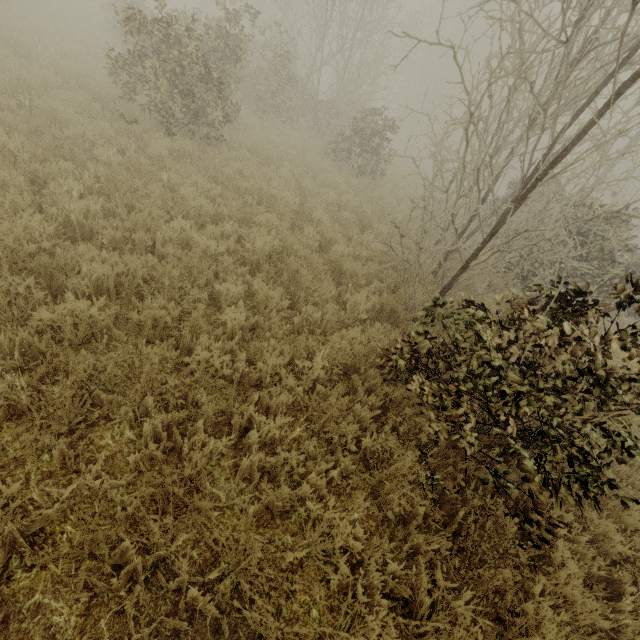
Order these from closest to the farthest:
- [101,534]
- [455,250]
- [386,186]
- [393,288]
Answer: [101,534] < [393,288] < [455,250] < [386,186]
